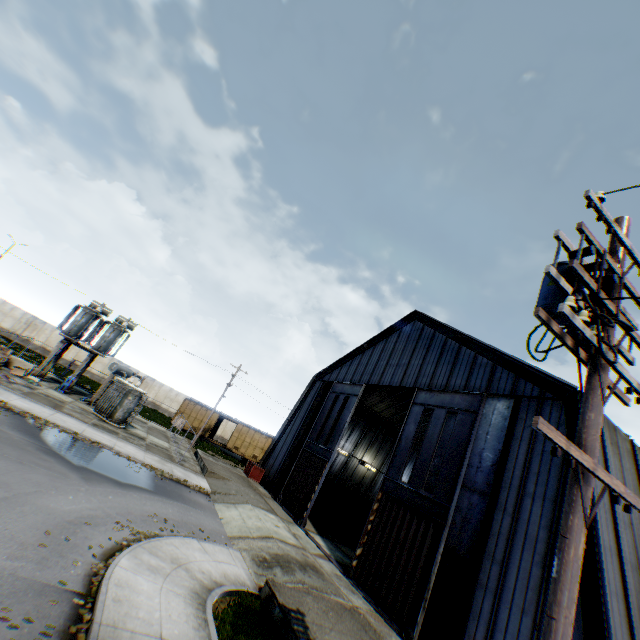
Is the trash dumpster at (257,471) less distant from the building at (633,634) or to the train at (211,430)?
the building at (633,634)

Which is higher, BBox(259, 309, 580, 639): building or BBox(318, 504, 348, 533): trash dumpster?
BBox(259, 309, 580, 639): building

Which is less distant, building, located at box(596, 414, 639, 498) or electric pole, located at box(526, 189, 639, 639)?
electric pole, located at box(526, 189, 639, 639)

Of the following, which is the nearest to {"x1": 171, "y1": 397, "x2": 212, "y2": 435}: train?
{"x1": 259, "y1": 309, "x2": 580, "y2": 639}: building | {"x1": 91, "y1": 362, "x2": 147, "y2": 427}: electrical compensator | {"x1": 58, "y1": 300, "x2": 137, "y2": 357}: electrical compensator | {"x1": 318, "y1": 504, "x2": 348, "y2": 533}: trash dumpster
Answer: {"x1": 259, "y1": 309, "x2": 580, "y2": 639}: building

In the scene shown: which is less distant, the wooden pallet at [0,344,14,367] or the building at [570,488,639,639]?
the building at [570,488,639,639]

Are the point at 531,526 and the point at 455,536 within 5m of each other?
yes

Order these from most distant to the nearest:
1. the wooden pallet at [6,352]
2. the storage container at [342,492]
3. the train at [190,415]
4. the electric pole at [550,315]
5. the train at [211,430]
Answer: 1. the train at [190,415]
2. the train at [211,430]
3. the storage container at [342,492]
4. the wooden pallet at [6,352]
5. the electric pole at [550,315]

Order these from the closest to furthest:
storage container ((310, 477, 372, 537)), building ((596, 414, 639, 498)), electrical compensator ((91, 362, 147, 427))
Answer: building ((596, 414, 639, 498)) → electrical compensator ((91, 362, 147, 427)) → storage container ((310, 477, 372, 537))
